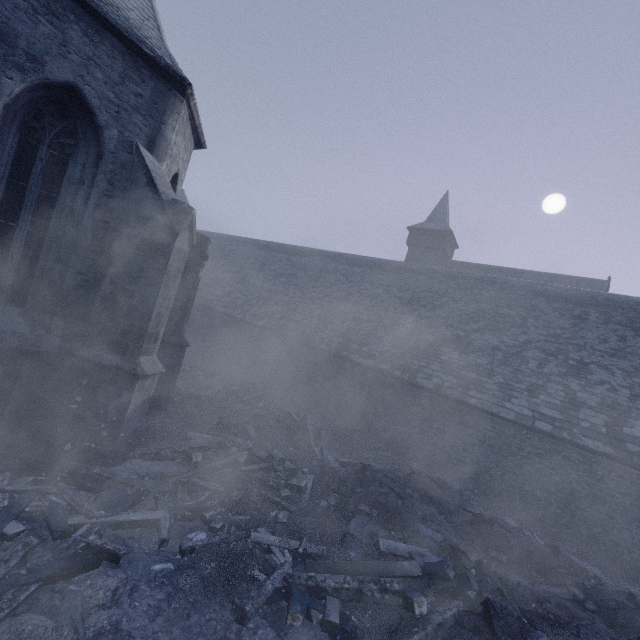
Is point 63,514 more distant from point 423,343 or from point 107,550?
point 423,343

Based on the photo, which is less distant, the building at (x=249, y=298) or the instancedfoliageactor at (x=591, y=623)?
the instancedfoliageactor at (x=591, y=623)

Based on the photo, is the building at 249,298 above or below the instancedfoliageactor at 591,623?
above

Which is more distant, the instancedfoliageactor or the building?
the building

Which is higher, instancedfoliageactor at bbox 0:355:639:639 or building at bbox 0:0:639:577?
building at bbox 0:0:639:577
